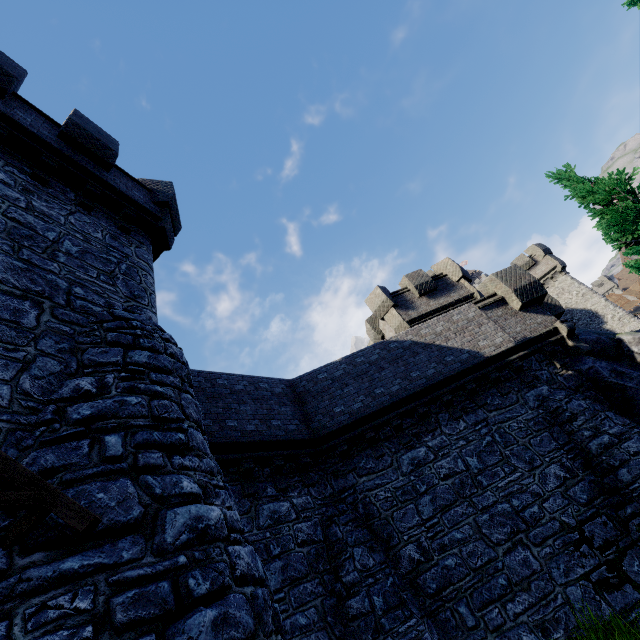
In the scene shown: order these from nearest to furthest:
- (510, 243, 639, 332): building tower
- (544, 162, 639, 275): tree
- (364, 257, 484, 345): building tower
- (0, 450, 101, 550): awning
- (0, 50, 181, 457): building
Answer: (0, 450, 101, 550): awning → (0, 50, 181, 457): building → (544, 162, 639, 275): tree → (364, 257, 484, 345): building tower → (510, 243, 639, 332): building tower

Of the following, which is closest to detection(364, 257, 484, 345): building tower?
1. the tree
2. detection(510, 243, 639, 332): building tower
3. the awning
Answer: the tree

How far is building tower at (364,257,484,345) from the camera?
19.05m

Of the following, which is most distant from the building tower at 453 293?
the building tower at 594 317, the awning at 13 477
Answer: the awning at 13 477

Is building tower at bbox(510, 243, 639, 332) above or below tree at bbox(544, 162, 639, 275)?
above

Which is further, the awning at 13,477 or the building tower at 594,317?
the building tower at 594,317

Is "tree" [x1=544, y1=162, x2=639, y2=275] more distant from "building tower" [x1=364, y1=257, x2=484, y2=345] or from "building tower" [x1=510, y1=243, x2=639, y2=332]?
"building tower" [x1=510, y1=243, x2=639, y2=332]

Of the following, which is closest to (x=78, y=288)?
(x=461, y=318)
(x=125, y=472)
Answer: (x=125, y=472)
